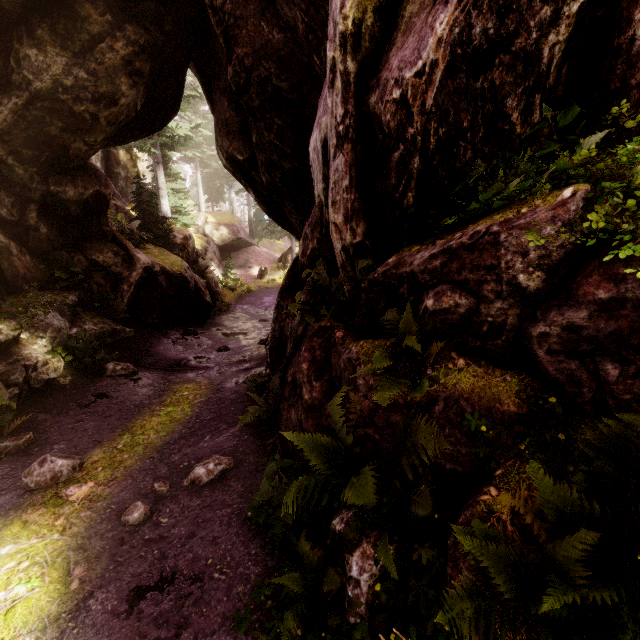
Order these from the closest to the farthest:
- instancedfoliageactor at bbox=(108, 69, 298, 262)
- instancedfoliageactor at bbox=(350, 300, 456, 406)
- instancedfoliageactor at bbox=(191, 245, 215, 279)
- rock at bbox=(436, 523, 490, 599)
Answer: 1. rock at bbox=(436, 523, 490, 599)
2. instancedfoliageactor at bbox=(350, 300, 456, 406)
3. instancedfoliageactor at bbox=(108, 69, 298, 262)
4. instancedfoliageactor at bbox=(191, 245, 215, 279)

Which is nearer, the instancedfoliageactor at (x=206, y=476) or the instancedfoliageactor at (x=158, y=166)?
the instancedfoliageactor at (x=206, y=476)

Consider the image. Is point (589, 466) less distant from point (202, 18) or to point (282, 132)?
point (282, 132)

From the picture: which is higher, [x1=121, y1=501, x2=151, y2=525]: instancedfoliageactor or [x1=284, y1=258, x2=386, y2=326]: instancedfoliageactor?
[x1=284, y1=258, x2=386, y2=326]: instancedfoliageactor

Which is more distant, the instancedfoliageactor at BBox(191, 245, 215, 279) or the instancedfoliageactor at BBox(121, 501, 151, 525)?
the instancedfoliageactor at BBox(191, 245, 215, 279)
